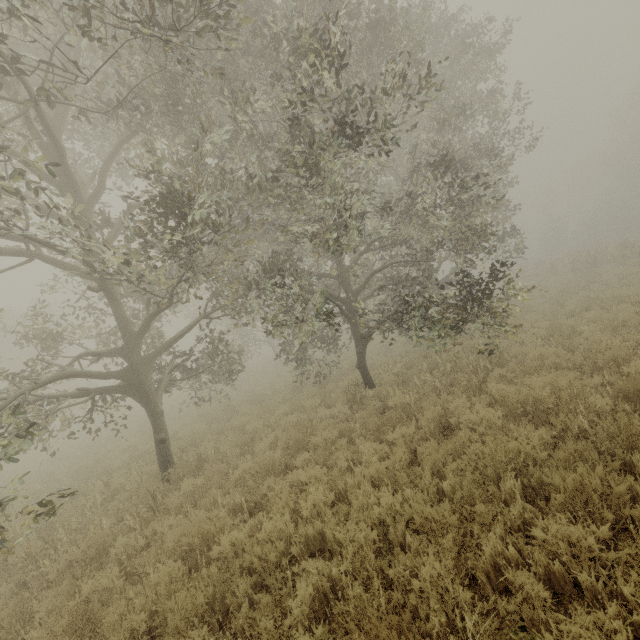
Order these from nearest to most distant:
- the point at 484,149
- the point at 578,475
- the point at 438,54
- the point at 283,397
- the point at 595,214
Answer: the point at 578,475 < the point at 484,149 < the point at 438,54 < the point at 283,397 < the point at 595,214

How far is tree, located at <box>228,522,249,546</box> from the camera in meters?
4.5

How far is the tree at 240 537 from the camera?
4.5m
